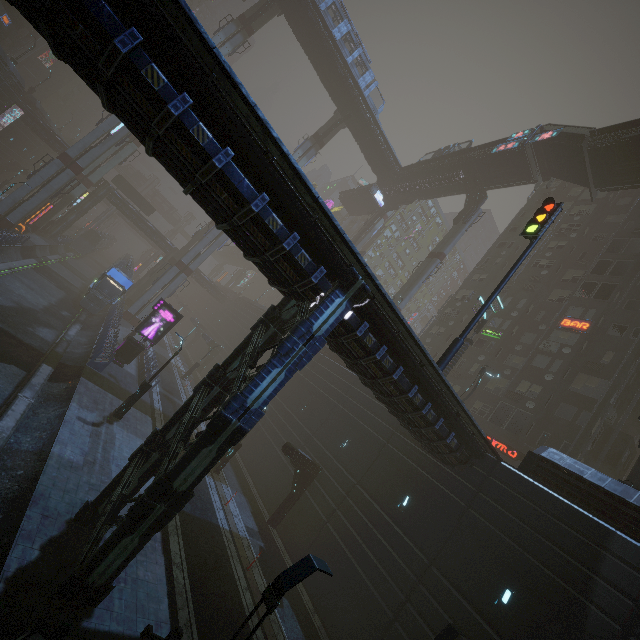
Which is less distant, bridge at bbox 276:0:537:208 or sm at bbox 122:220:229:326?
bridge at bbox 276:0:537:208

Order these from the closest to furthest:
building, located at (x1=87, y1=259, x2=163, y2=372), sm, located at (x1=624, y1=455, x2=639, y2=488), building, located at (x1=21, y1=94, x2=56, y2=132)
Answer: sm, located at (x1=624, y1=455, x2=639, y2=488) < building, located at (x1=87, y1=259, x2=163, y2=372) < building, located at (x1=21, y1=94, x2=56, y2=132)

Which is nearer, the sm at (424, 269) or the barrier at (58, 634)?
the barrier at (58, 634)

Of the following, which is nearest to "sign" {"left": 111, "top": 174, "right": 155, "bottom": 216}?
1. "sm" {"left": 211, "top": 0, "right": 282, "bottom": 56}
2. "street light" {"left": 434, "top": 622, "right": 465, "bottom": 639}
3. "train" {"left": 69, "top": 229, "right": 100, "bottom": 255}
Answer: "train" {"left": 69, "top": 229, "right": 100, "bottom": 255}

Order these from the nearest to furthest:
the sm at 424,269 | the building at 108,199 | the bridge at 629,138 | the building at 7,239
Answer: the bridge at 629,138, the building at 7,239, the sm at 424,269, the building at 108,199

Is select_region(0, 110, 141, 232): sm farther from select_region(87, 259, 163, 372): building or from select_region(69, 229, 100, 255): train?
select_region(69, 229, 100, 255): train

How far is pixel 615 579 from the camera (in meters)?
11.52

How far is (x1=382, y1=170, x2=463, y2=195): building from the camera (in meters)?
40.72
